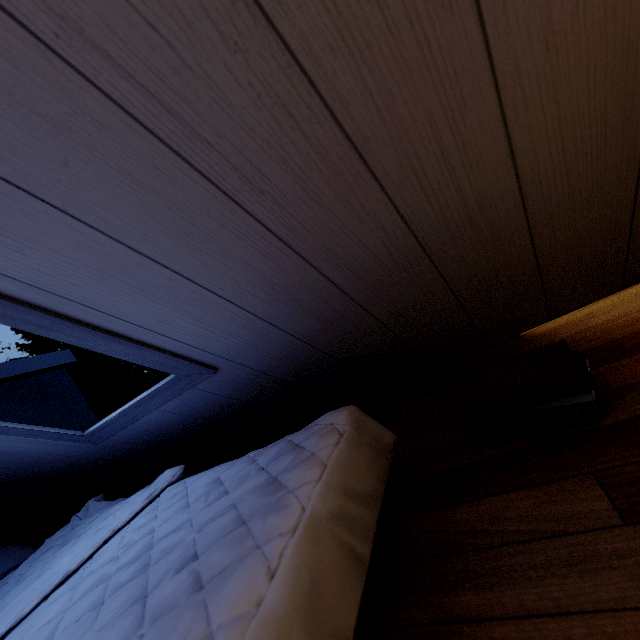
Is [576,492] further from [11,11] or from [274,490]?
[11,11]
